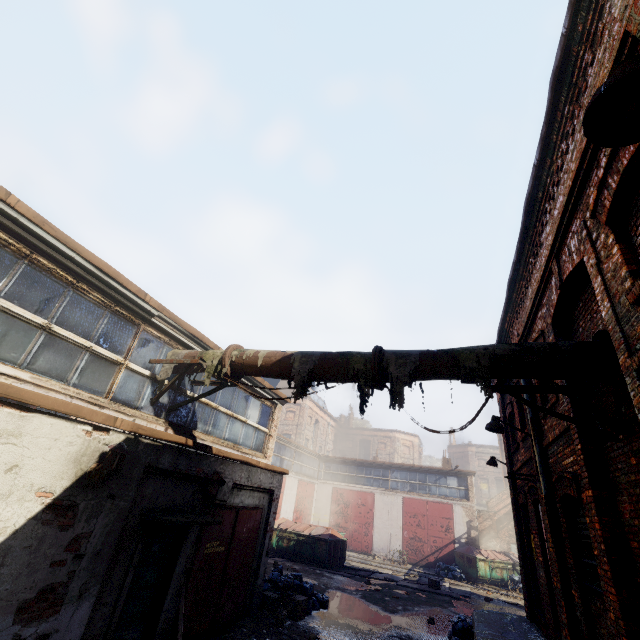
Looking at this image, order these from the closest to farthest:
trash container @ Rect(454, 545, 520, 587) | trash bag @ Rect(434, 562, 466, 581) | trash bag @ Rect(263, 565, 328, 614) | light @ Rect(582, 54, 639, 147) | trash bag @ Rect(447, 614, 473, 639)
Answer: light @ Rect(582, 54, 639, 147) < trash bag @ Rect(447, 614, 473, 639) < trash bag @ Rect(263, 565, 328, 614) < trash bag @ Rect(434, 562, 466, 581) < trash container @ Rect(454, 545, 520, 587)

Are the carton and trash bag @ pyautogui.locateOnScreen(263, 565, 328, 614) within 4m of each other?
yes

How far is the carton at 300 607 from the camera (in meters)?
9.52

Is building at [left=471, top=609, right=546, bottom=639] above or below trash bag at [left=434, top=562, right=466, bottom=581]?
above

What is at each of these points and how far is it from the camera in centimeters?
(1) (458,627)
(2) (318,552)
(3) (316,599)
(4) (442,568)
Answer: (1) trash bag, 941cm
(2) trash container, 1747cm
(3) trash bag, 1082cm
(4) trash bag, 2033cm

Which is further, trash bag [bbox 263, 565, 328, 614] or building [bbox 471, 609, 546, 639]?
trash bag [bbox 263, 565, 328, 614]

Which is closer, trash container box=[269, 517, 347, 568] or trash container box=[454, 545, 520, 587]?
trash container box=[269, 517, 347, 568]

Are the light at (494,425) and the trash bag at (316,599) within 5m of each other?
no
